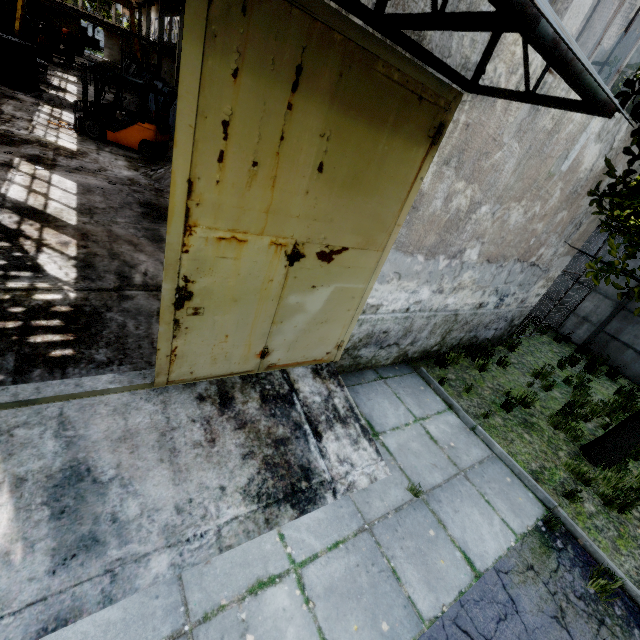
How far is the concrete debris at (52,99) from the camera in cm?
1396

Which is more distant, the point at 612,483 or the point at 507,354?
the point at 507,354

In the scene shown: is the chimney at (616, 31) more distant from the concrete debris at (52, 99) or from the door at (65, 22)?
the door at (65, 22)

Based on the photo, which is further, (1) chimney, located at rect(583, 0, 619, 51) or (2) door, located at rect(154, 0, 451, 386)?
(1) chimney, located at rect(583, 0, 619, 51)

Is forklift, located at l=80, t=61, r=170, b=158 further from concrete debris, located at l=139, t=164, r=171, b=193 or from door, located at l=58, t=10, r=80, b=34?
door, located at l=58, t=10, r=80, b=34

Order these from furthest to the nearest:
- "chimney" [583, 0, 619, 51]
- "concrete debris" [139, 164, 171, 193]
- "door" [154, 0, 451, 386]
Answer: "chimney" [583, 0, 619, 51]
"concrete debris" [139, 164, 171, 193]
"door" [154, 0, 451, 386]

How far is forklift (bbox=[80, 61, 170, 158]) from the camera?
11.0m

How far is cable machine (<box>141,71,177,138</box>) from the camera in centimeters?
1695cm
